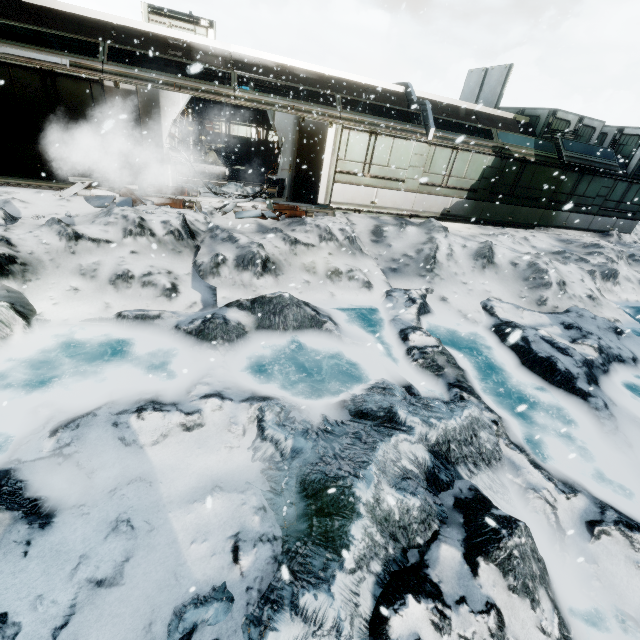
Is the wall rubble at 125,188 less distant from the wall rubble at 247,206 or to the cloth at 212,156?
the wall rubble at 247,206

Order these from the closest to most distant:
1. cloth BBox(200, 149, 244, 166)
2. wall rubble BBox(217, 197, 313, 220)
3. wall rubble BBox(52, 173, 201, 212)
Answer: wall rubble BBox(52, 173, 201, 212) → wall rubble BBox(217, 197, 313, 220) → cloth BBox(200, 149, 244, 166)

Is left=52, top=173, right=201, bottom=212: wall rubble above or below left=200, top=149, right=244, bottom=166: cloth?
below

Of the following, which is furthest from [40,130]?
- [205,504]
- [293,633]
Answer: [293,633]

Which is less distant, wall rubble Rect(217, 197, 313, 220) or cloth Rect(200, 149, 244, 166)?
wall rubble Rect(217, 197, 313, 220)

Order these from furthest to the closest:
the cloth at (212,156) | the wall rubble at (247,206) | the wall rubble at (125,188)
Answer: the cloth at (212,156)
the wall rubble at (247,206)
the wall rubble at (125,188)

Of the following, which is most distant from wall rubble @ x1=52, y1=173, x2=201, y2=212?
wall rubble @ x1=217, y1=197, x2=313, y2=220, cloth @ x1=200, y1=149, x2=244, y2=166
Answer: cloth @ x1=200, y1=149, x2=244, y2=166
